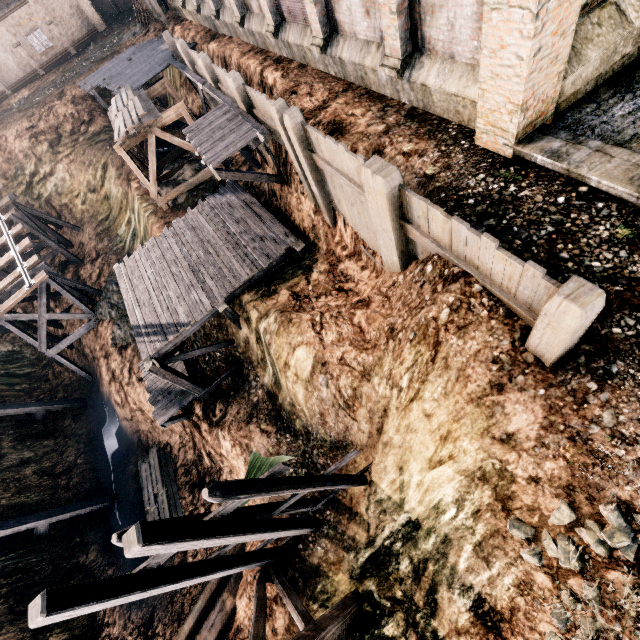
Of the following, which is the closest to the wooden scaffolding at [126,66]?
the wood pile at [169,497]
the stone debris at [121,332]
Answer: the stone debris at [121,332]

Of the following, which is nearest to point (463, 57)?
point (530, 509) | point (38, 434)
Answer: point (530, 509)

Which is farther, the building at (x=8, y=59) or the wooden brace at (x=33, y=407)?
the building at (x=8, y=59)

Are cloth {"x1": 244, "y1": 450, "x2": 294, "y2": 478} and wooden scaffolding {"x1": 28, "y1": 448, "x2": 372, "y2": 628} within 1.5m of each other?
yes

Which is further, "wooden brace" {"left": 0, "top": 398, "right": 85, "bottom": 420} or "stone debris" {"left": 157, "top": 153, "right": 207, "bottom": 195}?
"wooden brace" {"left": 0, "top": 398, "right": 85, "bottom": 420}

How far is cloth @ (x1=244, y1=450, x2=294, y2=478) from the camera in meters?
8.0 m

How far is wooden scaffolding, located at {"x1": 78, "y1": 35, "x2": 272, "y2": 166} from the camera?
14.8 meters

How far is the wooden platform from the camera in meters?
13.0
